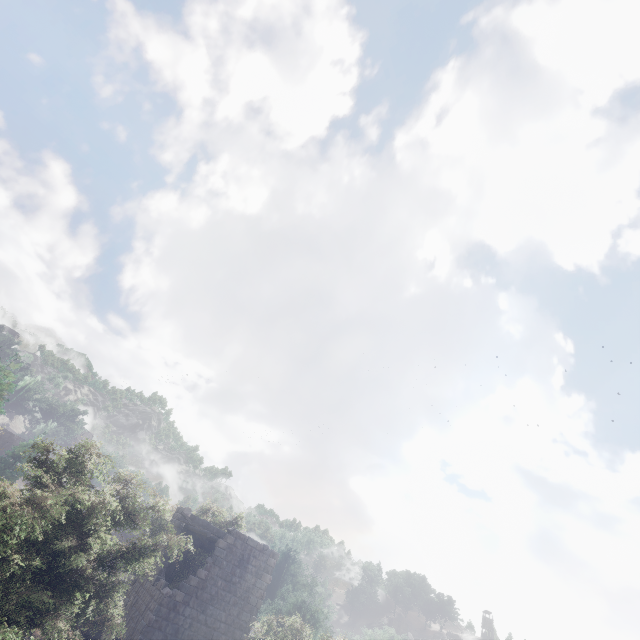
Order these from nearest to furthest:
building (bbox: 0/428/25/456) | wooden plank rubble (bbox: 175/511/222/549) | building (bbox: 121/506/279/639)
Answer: building (bbox: 121/506/279/639) → wooden plank rubble (bbox: 175/511/222/549) → building (bbox: 0/428/25/456)

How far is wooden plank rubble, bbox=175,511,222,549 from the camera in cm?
2003

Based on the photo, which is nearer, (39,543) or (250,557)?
(39,543)

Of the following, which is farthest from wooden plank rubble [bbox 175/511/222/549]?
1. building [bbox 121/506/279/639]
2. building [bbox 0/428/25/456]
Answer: building [bbox 0/428/25/456]

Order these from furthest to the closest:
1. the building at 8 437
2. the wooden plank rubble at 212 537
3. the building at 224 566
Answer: the building at 8 437 → the wooden plank rubble at 212 537 → the building at 224 566

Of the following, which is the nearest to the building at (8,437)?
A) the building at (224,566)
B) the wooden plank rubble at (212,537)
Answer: the building at (224,566)

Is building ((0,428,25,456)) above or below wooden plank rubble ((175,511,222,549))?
above

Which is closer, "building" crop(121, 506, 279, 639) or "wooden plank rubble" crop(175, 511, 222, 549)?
"building" crop(121, 506, 279, 639)
